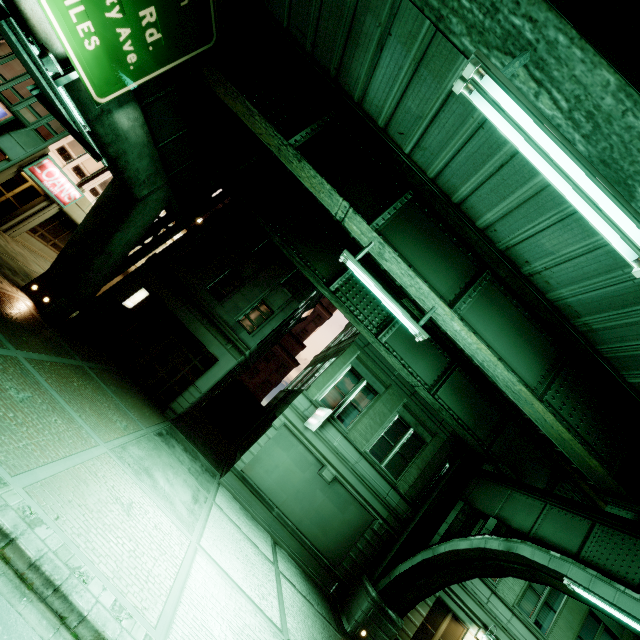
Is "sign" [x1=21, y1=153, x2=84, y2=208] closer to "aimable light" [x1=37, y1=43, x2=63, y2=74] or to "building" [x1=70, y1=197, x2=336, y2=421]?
"building" [x1=70, y1=197, x2=336, y2=421]

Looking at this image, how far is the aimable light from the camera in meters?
5.6 m

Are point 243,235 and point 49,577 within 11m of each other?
no

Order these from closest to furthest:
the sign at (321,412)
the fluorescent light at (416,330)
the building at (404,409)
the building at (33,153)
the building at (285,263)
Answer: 1. the fluorescent light at (416,330)
2. the sign at (321,412)
3. the building at (404,409)
4. the building at (33,153)
5. the building at (285,263)

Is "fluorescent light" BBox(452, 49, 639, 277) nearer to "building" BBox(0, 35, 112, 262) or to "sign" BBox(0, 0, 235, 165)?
"sign" BBox(0, 0, 235, 165)

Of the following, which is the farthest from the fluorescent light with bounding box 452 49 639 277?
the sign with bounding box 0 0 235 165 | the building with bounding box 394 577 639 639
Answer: the building with bounding box 394 577 639 639

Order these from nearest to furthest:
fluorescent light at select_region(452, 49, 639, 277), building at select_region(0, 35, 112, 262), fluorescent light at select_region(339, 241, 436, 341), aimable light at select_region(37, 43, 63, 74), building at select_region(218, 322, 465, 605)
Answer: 1. fluorescent light at select_region(452, 49, 639, 277)
2. aimable light at select_region(37, 43, 63, 74)
3. fluorescent light at select_region(339, 241, 436, 341)
4. building at select_region(218, 322, 465, 605)
5. building at select_region(0, 35, 112, 262)

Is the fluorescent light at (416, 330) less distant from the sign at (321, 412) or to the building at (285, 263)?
the sign at (321, 412)
